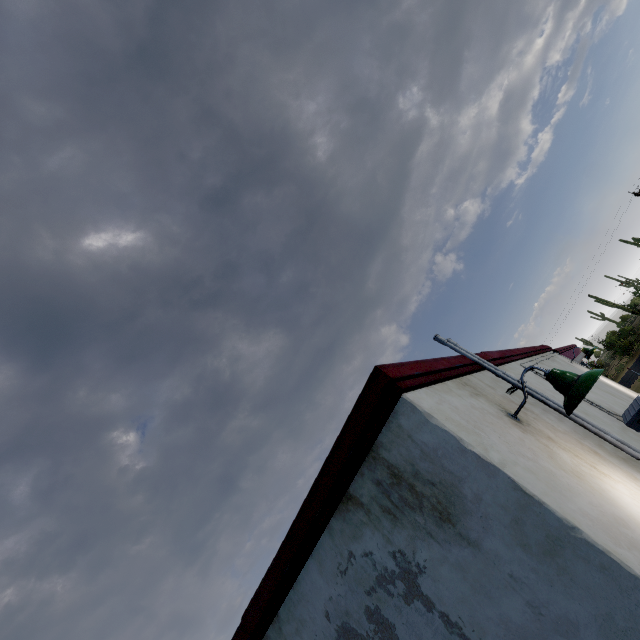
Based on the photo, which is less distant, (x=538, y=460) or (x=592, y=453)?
(x=538, y=460)

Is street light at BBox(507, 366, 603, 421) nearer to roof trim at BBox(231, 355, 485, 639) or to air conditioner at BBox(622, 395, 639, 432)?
roof trim at BBox(231, 355, 485, 639)

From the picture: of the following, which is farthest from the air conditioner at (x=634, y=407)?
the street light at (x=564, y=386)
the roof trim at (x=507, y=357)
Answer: the street light at (x=564, y=386)

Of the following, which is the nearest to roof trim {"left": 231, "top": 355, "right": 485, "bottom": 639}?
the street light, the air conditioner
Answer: the street light

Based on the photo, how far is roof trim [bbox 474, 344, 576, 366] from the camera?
4.63m

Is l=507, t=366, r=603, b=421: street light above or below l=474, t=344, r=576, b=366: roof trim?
below

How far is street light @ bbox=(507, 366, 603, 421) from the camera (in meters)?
2.45

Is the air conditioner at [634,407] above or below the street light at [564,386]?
below
